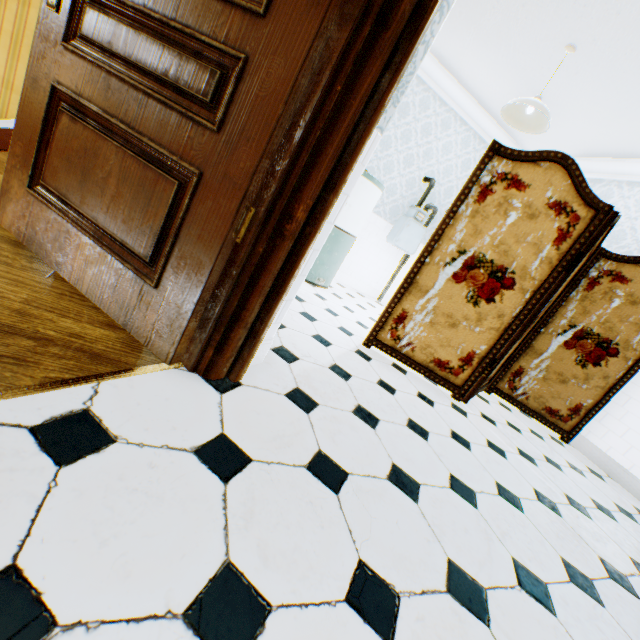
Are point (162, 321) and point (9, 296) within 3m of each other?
yes

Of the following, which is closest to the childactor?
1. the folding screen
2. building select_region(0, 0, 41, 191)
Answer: building select_region(0, 0, 41, 191)

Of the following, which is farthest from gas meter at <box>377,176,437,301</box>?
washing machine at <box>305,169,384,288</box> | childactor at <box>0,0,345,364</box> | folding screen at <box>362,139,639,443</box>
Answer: childactor at <box>0,0,345,364</box>

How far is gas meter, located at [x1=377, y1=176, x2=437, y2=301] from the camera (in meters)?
4.82

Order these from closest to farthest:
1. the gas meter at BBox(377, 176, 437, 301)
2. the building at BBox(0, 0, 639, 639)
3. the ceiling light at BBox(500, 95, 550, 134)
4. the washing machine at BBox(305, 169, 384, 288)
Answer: the building at BBox(0, 0, 639, 639) < the ceiling light at BBox(500, 95, 550, 134) < the washing machine at BBox(305, 169, 384, 288) < the gas meter at BBox(377, 176, 437, 301)

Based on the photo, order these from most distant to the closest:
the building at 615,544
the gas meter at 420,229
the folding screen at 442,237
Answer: the gas meter at 420,229, the folding screen at 442,237, the building at 615,544

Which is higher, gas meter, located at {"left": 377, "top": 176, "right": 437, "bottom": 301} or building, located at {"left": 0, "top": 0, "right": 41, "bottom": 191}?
gas meter, located at {"left": 377, "top": 176, "right": 437, "bottom": 301}

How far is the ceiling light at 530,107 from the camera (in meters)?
2.96
